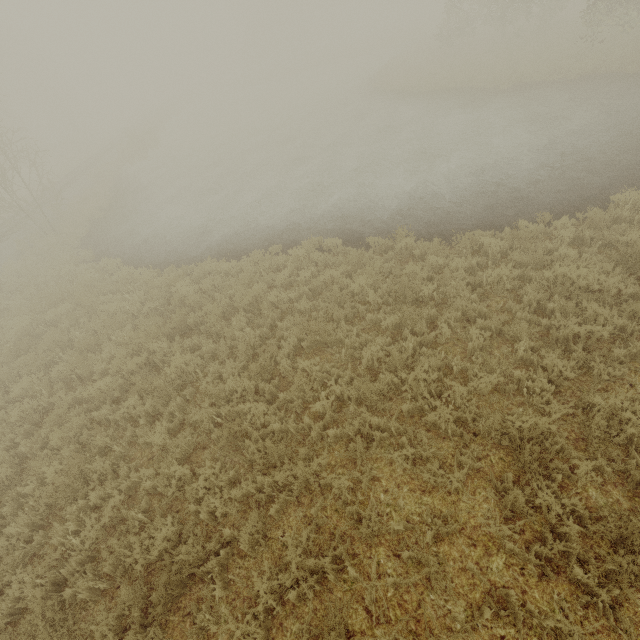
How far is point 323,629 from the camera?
3.8 meters
